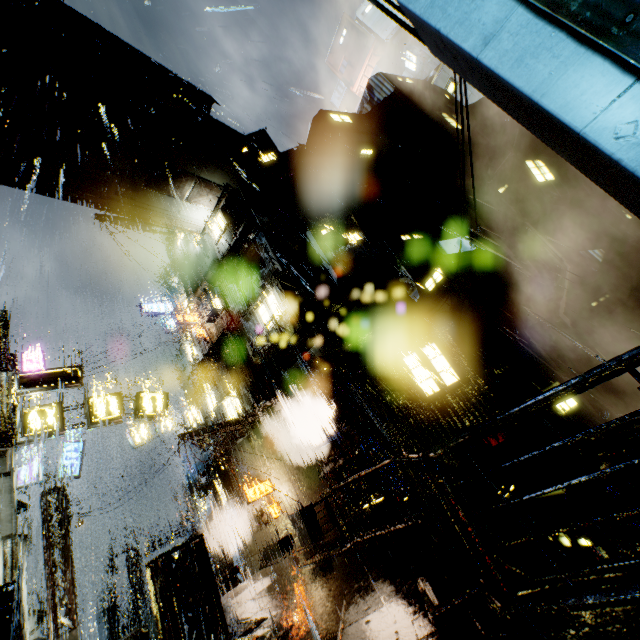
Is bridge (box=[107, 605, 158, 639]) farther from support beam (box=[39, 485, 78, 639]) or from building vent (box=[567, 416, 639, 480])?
building vent (box=[567, 416, 639, 480])

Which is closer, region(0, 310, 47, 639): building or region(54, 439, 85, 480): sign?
region(0, 310, 47, 639): building

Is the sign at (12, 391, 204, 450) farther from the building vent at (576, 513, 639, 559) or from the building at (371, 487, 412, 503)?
the building vent at (576, 513, 639, 559)

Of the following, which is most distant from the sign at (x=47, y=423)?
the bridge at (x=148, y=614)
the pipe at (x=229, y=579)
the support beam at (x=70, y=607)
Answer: the bridge at (x=148, y=614)

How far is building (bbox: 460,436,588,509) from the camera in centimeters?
991cm

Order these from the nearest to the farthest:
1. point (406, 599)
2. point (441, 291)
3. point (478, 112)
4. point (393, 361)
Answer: point (406, 599) → point (393, 361) → point (441, 291) → point (478, 112)

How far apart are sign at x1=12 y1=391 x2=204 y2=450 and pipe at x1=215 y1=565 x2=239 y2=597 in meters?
12.3

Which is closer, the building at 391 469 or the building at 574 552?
the building at 574 552
